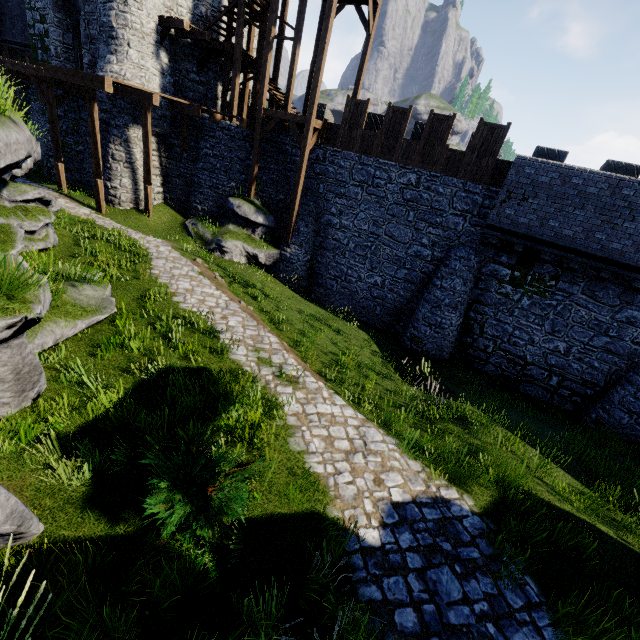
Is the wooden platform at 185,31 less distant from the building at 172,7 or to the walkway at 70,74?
the building at 172,7

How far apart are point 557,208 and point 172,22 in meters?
19.7 m

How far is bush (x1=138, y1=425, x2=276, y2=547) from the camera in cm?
376

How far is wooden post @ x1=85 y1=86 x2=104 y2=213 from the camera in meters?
14.4 m

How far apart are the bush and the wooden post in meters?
16.3

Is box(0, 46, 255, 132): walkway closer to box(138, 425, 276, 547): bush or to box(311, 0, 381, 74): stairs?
box(311, 0, 381, 74): stairs

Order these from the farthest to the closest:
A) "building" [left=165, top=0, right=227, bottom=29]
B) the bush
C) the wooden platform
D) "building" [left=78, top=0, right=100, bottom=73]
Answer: "building" [left=165, top=0, right=227, bottom=29] → "building" [left=78, top=0, right=100, bottom=73] → the wooden platform → the bush

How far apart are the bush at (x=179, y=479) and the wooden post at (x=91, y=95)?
16.32m
